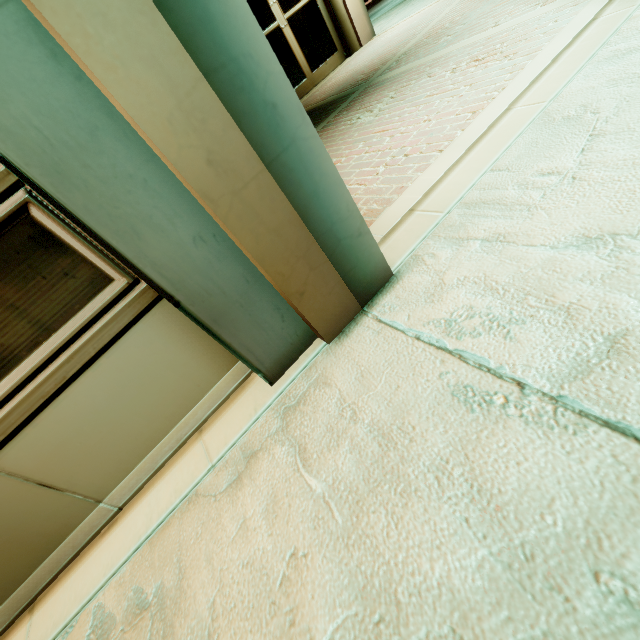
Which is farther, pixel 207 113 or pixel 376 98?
pixel 376 98
